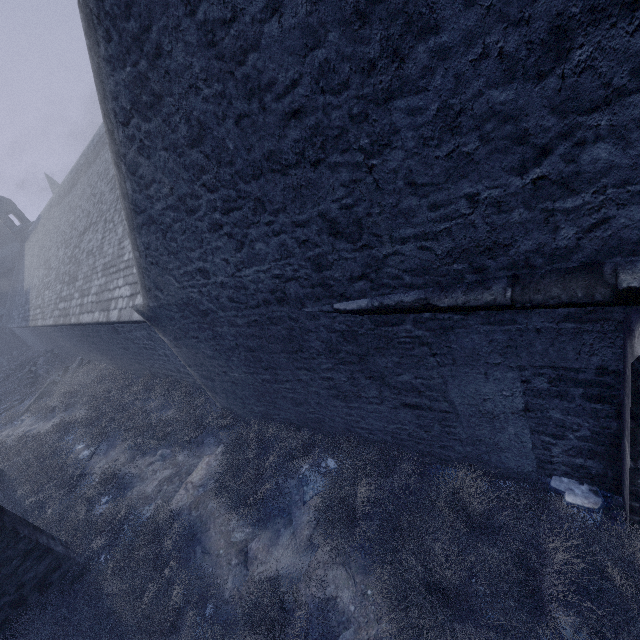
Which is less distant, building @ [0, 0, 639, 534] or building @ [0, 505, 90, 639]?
building @ [0, 0, 639, 534]

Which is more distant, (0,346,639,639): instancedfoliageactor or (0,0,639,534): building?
Answer: (0,346,639,639): instancedfoliageactor

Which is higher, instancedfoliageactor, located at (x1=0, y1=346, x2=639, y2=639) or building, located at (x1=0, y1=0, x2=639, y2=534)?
building, located at (x1=0, y1=0, x2=639, y2=534)

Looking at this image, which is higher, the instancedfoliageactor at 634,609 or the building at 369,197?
the building at 369,197

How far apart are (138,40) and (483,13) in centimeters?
268cm

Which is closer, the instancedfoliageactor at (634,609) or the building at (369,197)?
the building at (369,197)

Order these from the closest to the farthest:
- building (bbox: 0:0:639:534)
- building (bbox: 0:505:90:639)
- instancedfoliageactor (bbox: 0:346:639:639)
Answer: building (bbox: 0:0:639:534) → instancedfoliageactor (bbox: 0:346:639:639) → building (bbox: 0:505:90:639)
